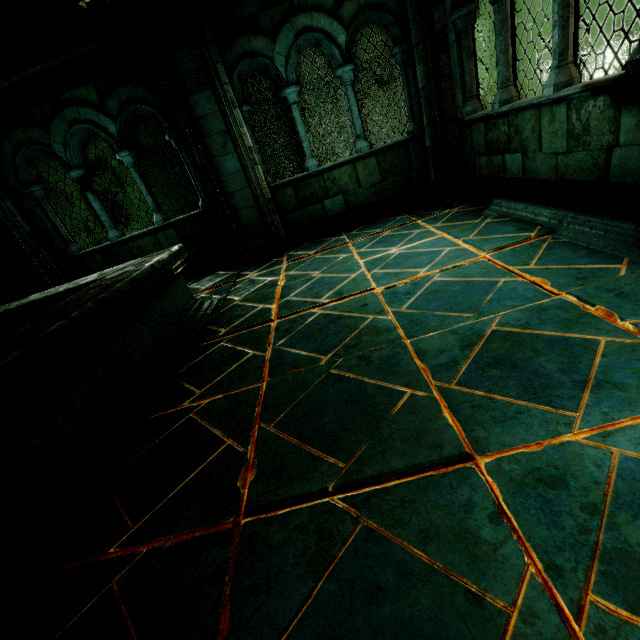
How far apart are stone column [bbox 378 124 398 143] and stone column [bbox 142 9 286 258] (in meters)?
9.77

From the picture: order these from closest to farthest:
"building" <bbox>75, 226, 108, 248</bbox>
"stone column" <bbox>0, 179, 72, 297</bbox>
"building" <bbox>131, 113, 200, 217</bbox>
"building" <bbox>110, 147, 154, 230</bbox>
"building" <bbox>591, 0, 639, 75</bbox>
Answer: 1. "stone column" <bbox>0, 179, 72, 297</bbox>
2. "building" <bbox>131, 113, 200, 217</bbox>
3. "building" <bbox>591, 0, 639, 75</bbox>
4. "building" <bbox>110, 147, 154, 230</bbox>
5. "building" <bbox>75, 226, 108, 248</bbox>

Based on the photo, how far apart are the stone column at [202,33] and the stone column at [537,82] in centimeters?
1351cm

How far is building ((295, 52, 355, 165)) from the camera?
13.77m

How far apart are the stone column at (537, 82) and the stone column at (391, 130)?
5.1 meters

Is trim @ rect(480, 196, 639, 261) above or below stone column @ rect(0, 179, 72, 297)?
below

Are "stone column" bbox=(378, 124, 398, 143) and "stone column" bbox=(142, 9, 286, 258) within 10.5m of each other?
yes

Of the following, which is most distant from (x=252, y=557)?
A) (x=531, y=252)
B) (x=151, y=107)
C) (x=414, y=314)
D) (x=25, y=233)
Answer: (x=25, y=233)
